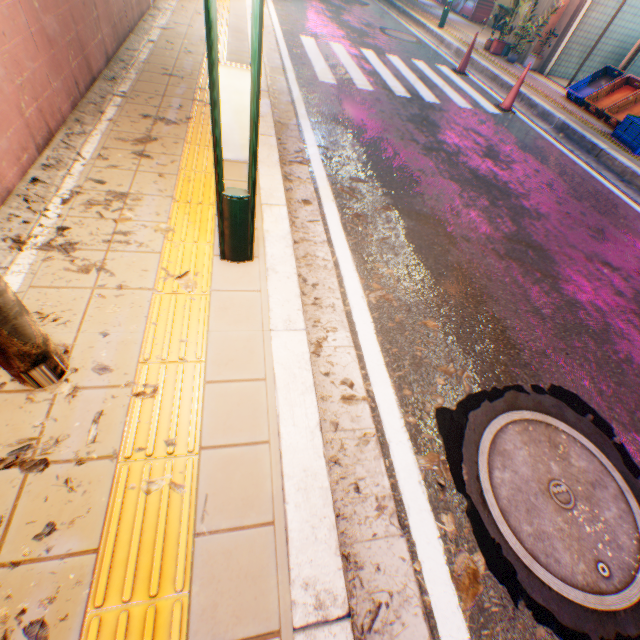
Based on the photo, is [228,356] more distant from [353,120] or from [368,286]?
[353,120]

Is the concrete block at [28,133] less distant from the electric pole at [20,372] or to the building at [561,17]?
the electric pole at [20,372]

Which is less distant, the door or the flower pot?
the door

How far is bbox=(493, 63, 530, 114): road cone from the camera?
6.7 meters

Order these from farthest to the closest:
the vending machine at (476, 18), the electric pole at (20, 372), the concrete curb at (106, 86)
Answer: the vending machine at (476, 18), the concrete curb at (106, 86), the electric pole at (20, 372)

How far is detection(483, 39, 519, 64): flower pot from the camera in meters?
9.8 m

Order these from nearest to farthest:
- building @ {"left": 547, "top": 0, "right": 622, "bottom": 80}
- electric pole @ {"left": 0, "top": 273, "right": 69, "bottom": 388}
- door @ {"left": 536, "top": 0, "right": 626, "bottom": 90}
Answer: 1. electric pole @ {"left": 0, "top": 273, "right": 69, "bottom": 388}
2. door @ {"left": 536, "top": 0, "right": 626, "bottom": 90}
3. building @ {"left": 547, "top": 0, "right": 622, "bottom": 80}

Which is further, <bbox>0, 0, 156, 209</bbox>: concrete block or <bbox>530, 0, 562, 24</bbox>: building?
<bbox>530, 0, 562, 24</bbox>: building
